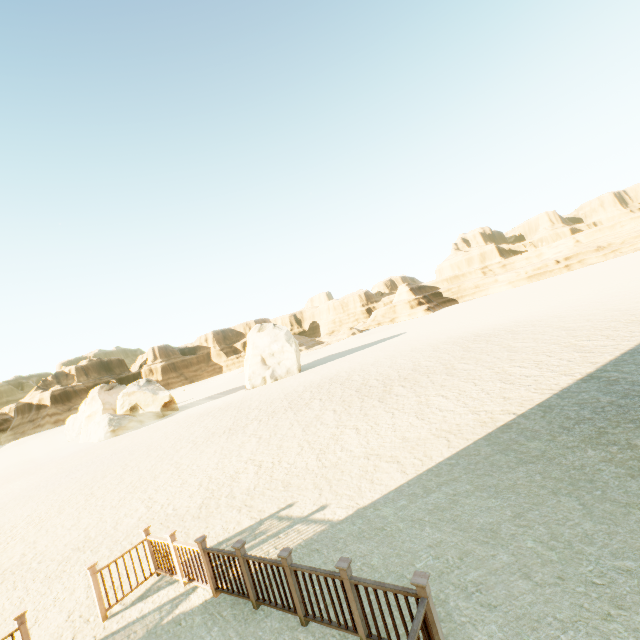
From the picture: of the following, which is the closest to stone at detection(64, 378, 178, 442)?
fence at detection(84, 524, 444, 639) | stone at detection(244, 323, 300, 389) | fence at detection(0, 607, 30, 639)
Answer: A: stone at detection(244, 323, 300, 389)

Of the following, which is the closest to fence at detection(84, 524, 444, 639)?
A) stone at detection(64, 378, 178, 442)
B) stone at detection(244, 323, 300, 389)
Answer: stone at detection(244, 323, 300, 389)

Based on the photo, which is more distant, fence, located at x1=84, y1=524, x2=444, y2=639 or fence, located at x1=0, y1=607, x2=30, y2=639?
fence, located at x1=0, y1=607, x2=30, y2=639

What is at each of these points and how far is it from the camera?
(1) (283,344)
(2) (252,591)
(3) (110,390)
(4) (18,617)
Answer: (1) stone, 38.97m
(2) fence, 5.01m
(3) stone, 37.34m
(4) fence, 5.00m

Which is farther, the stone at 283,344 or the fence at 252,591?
the stone at 283,344

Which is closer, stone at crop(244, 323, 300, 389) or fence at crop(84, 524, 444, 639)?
fence at crop(84, 524, 444, 639)

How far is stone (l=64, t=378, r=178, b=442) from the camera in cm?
3203

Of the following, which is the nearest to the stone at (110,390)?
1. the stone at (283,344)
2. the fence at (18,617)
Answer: the stone at (283,344)
